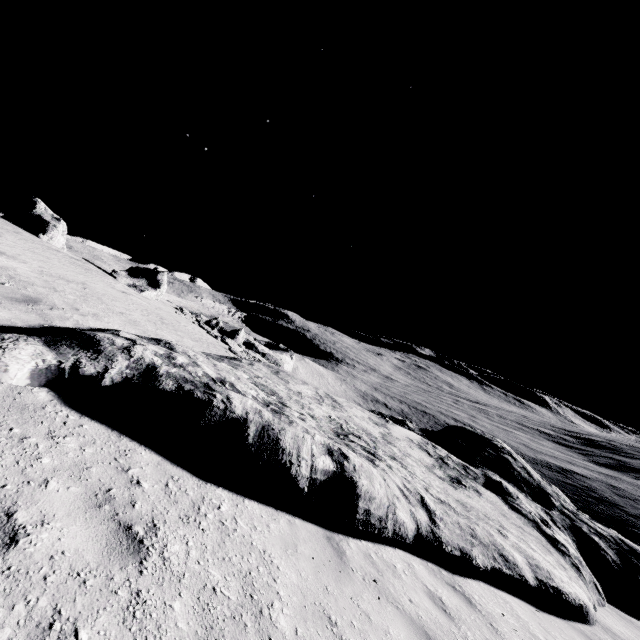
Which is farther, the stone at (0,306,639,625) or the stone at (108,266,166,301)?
the stone at (108,266,166,301)

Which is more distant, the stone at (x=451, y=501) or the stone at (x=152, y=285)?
the stone at (x=152, y=285)

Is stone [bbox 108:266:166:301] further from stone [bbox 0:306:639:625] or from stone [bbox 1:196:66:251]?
stone [bbox 0:306:639:625]

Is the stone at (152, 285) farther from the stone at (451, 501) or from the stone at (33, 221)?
the stone at (451, 501)

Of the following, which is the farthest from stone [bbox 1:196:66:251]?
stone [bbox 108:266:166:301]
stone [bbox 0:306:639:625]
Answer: stone [bbox 0:306:639:625]

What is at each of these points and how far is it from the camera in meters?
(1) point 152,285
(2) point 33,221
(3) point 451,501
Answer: (1) stone, 24.2
(2) stone, 18.9
(3) stone, 9.1
